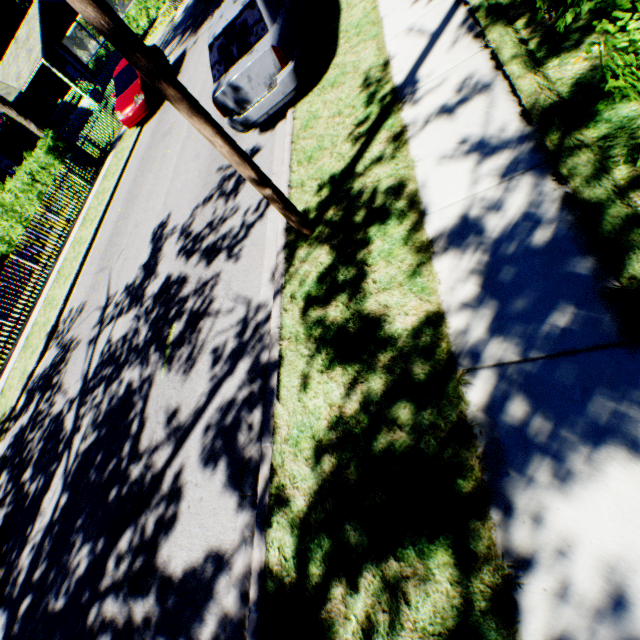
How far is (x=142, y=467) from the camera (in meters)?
4.59

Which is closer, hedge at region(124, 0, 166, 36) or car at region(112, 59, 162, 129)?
car at region(112, 59, 162, 129)

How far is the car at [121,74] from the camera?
13.53m

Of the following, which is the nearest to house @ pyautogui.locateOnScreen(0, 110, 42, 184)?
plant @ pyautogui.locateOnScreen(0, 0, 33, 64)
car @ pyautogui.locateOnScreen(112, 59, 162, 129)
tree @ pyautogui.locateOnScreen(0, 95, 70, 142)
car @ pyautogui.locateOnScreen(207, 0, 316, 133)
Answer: tree @ pyautogui.locateOnScreen(0, 95, 70, 142)

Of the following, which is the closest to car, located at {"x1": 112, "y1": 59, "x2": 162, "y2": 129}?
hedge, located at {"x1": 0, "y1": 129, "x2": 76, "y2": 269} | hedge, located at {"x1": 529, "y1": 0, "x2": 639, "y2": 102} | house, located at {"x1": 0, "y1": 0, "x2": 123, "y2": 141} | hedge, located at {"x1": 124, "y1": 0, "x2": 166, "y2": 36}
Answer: hedge, located at {"x1": 0, "y1": 129, "x2": 76, "y2": 269}

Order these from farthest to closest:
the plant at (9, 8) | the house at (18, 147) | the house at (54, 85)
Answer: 1. the plant at (9, 8)
2. the house at (54, 85)
3. the house at (18, 147)

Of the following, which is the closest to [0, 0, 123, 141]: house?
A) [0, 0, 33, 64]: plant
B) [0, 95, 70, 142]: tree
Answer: [0, 95, 70, 142]: tree

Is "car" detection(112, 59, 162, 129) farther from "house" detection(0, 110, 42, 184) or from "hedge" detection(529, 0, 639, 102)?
"house" detection(0, 110, 42, 184)
